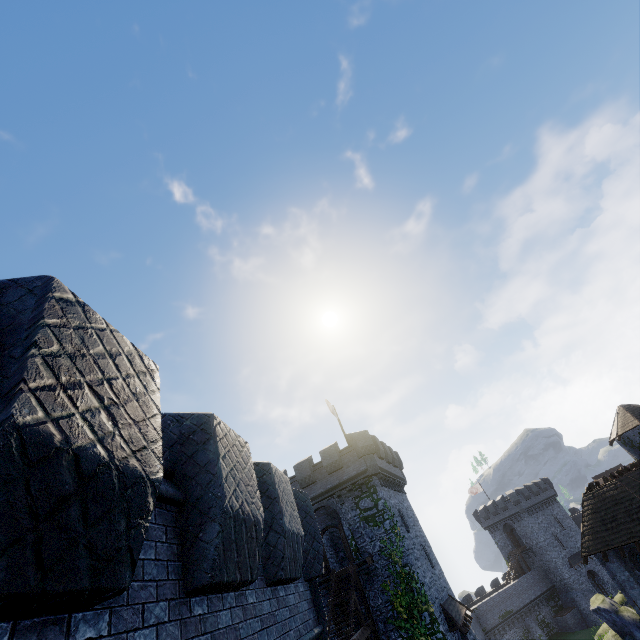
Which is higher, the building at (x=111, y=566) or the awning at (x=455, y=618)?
the building at (x=111, y=566)

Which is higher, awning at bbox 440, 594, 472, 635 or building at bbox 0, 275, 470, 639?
building at bbox 0, 275, 470, 639

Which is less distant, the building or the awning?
the building

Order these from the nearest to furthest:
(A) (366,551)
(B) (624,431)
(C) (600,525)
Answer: (A) (366,551)
(C) (600,525)
(B) (624,431)

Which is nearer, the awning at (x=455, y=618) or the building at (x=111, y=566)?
the building at (x=111, y=566)
